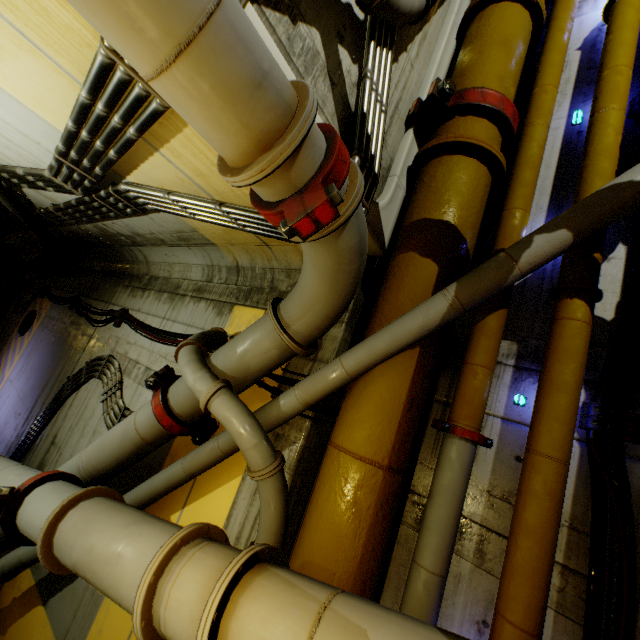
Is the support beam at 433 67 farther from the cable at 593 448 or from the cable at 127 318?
the cable at 127 318

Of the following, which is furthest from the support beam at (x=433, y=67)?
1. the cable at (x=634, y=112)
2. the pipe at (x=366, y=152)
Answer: the cable at (x=634, y=112)

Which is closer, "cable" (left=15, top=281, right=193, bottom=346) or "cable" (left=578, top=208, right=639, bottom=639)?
"cable" (left=578, top=208, right=639, bottom=639)

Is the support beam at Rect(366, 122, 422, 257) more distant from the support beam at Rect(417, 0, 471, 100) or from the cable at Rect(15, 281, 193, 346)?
the cable at Rect(15, 281, 193, 346)

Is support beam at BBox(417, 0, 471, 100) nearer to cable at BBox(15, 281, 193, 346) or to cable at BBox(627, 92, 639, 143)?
cable at BBox(627, 92, 639, 143)

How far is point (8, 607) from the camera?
4.6 meters

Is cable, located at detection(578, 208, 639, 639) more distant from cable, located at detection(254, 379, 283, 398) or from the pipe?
cable, located at detection(254, 379, 283, 398)
